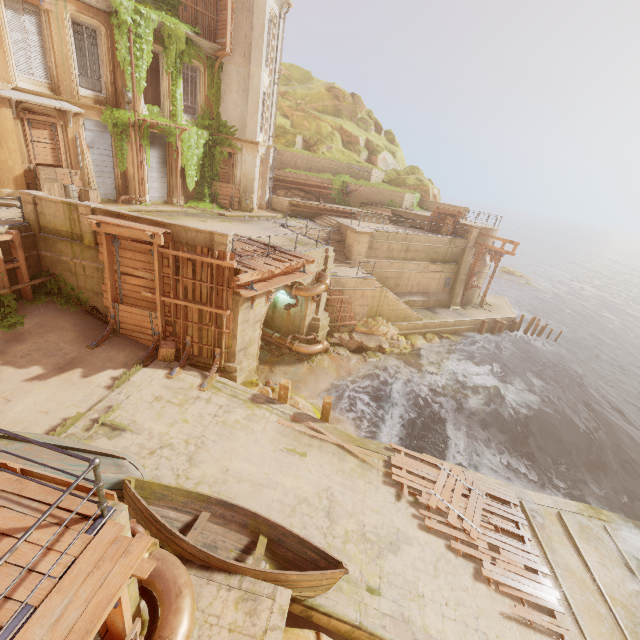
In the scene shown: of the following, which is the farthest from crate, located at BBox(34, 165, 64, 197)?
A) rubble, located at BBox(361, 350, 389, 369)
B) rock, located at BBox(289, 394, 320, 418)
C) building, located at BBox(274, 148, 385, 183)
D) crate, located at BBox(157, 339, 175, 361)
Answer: rubble, located at BBox(361, 350, 389, 369)

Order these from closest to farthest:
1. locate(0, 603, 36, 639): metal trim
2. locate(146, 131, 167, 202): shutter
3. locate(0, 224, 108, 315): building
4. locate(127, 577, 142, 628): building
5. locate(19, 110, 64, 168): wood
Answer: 1. locate(0, 603, 36, 639): metal trim
2. locate(127, 577, 142, 628): building
3. locate(0, 224, 108, 315): building
4. locate(19, 110, 64, 168): wood
5. locate(146, 131, 167, 202): shutter

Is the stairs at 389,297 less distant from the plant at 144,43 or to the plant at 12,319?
the plant at 144,43

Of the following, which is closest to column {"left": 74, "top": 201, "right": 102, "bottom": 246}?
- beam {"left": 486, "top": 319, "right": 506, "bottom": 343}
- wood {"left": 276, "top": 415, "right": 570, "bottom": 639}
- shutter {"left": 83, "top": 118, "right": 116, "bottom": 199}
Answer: shutter {"left": 83, "top": 118, "right": 116, "bottom": 199}

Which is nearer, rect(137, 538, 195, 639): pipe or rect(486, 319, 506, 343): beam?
rect(137, 538, 195, 639): pipe

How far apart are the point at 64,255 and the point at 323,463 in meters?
12.6 m

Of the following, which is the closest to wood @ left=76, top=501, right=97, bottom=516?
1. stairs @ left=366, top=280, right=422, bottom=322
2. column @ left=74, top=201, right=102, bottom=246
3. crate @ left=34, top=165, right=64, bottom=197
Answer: column @ left=74, top=201, right=102, bottom=246

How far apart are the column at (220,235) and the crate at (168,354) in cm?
331
